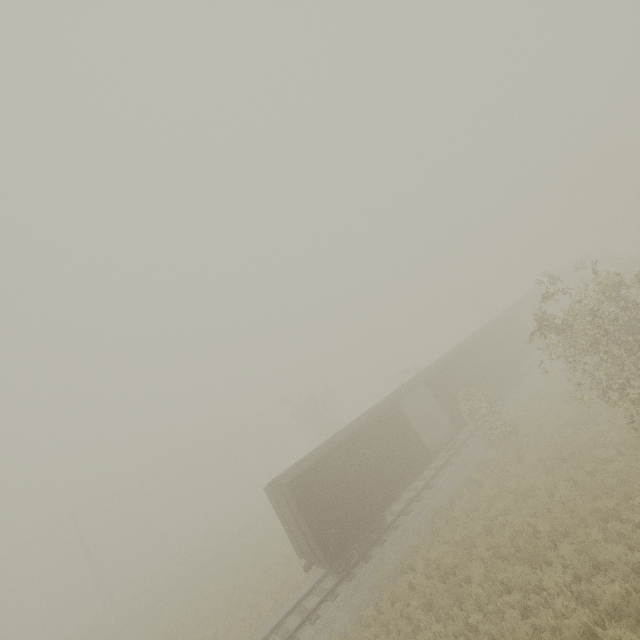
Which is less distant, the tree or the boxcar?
the boxcar

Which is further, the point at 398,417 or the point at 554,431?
the point at 398,417

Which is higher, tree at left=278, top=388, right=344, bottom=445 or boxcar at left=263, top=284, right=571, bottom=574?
tree at left=278, top=388, right=344, bottom=445

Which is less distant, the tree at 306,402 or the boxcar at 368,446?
the boxcar at 368,446

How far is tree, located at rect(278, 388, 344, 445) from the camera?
34.3 meters

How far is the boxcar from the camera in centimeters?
1401cm

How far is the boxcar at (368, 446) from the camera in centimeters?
1401cm
